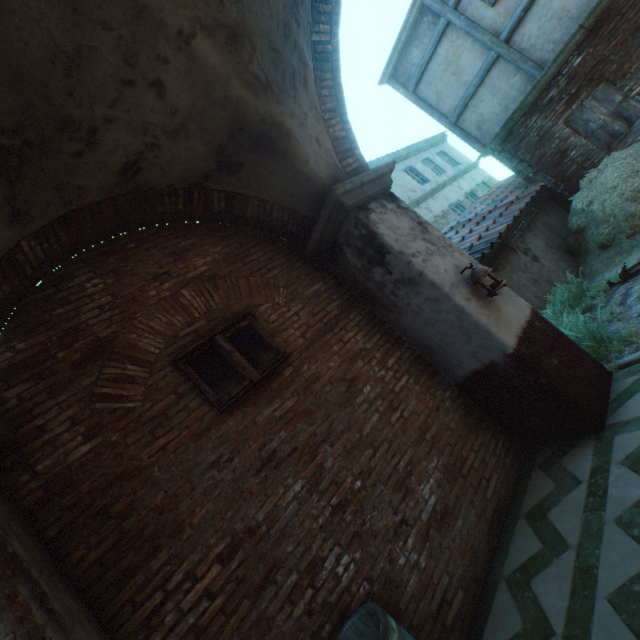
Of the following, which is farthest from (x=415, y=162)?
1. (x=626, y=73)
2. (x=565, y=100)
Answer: (x=626, y=73)

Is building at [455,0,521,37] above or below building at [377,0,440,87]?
below

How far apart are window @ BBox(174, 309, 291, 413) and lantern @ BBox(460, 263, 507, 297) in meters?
2.4

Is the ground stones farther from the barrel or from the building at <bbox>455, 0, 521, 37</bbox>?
the barrel

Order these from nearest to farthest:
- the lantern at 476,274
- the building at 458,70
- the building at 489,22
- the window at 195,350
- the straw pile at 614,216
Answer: the window at 195,350 < the lantern at 476,274 < the straw pile at 614,216 < the building at 489,22 < the building at 458,70

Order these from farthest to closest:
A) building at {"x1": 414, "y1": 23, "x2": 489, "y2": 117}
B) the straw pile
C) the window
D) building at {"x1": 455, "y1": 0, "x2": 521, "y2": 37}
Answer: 1. building at {"x1": 414, "y1": 23, "x2": 489, "y2": 117}
2. building at {"x1": 455, "y1": 0, "x2": 521, "y2": 37}
3. the straw pile
4. the window

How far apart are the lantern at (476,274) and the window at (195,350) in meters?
2.4

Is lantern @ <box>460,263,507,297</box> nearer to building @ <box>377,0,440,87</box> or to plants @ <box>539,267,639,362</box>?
building @ <box>377,0,440,87</box>
